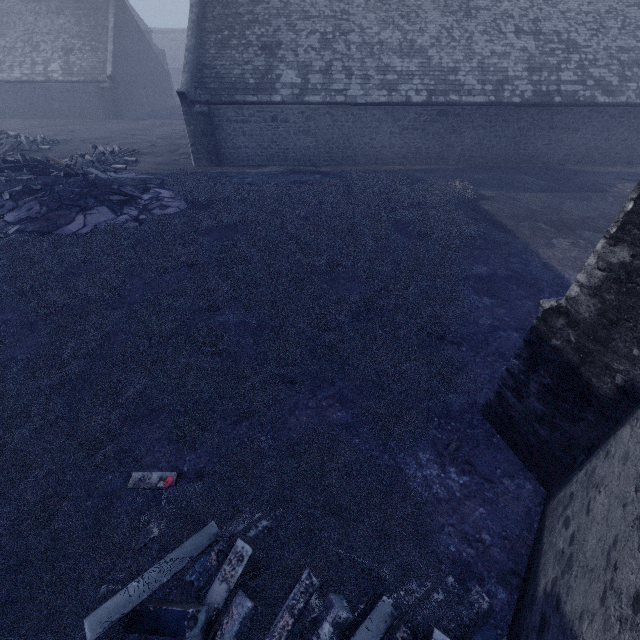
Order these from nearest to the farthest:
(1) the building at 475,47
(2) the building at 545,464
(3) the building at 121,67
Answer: (2) the building at 545,464 < (1) the building at 475,47 < (3) the building at 121,67

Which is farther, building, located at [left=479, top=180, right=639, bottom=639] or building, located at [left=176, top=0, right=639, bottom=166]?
building, located at [left=176, top=0, right=639, bottom=166]

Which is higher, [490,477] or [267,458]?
[267,458]

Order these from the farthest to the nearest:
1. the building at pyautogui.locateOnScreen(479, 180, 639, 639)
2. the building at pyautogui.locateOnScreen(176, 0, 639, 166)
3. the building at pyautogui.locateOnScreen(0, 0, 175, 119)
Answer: the building at pyautogui.locateOnScreen(0, 0, 175, 119) → the building at pyautogui.locateOnScreen(176, 0, 639, 166) → the building at pyautogui.locateOnScreen(479, 180, 639, 639)

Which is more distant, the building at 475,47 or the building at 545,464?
the building at 475,47

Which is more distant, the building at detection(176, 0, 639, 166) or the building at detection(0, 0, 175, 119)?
the building at detection(0, 0, 175, 119)
